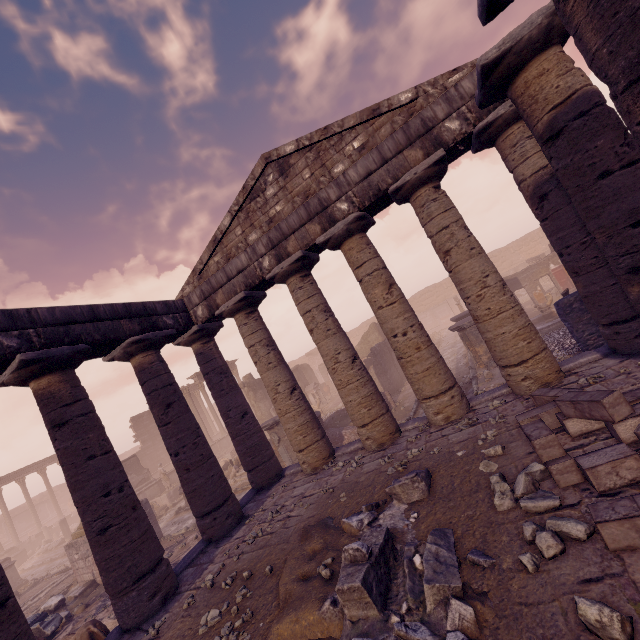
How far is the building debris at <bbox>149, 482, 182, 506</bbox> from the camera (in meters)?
20.91

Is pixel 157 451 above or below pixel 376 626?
above

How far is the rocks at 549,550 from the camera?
3.1 meters

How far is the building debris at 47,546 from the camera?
24.5 meters

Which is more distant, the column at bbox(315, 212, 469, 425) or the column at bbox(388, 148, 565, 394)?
the column at bbox(315, 212, 469, 425)

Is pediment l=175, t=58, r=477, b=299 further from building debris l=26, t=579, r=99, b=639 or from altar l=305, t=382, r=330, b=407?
altar l=305, t=382, r=330, b=407

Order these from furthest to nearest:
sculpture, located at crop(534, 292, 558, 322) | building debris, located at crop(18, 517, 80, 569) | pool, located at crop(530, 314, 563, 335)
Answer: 1. building debris, located at crop(18, 517, 80, 569)
2. sculpture, located at crop(534, 292, 558, 322)
3. pool, located at crop(530, 314, 563, 335)

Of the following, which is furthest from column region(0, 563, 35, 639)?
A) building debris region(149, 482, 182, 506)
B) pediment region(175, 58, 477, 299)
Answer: building debris region(149, 482, 182, 506)
